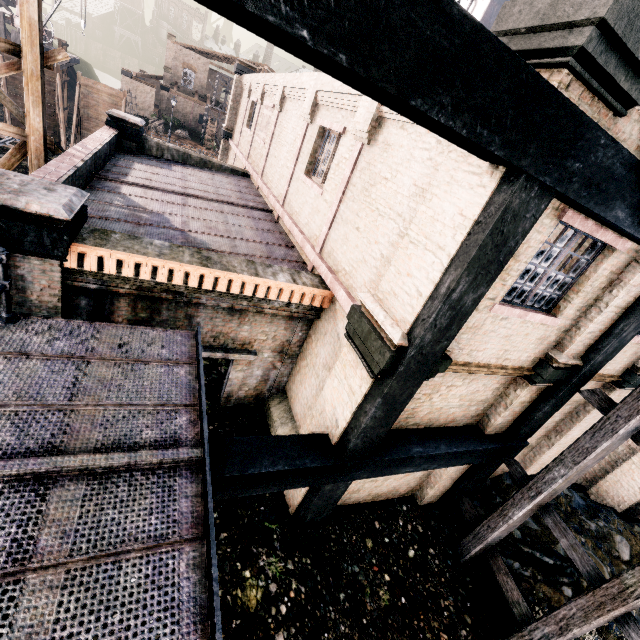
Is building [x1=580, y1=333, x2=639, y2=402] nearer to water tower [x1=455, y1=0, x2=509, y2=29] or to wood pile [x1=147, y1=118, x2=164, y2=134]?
water tower [x1=455, y1=0, x2=509, y2=29]

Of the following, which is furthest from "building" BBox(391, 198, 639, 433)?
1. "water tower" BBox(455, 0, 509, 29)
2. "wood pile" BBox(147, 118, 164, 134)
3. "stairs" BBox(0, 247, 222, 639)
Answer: "wood pile" BBox(147, 118, 164, 134)

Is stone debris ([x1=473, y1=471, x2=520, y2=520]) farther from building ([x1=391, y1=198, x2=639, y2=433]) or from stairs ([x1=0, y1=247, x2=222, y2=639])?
stairs ([x1=0, y1=247, x2=222, y2=639])

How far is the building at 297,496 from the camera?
7.18m

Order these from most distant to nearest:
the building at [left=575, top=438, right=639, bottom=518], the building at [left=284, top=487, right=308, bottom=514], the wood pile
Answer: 1. the wood pile
2. the building at [left=575, top=438, right=639, bottom=518]
3. the building at [left=284, top=487, right=308, bottom=514]

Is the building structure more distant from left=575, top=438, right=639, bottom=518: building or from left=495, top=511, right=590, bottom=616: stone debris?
left=495, top=511, right=590, bottom=616: stone debris

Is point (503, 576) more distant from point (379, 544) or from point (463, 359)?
point (463, 359)
